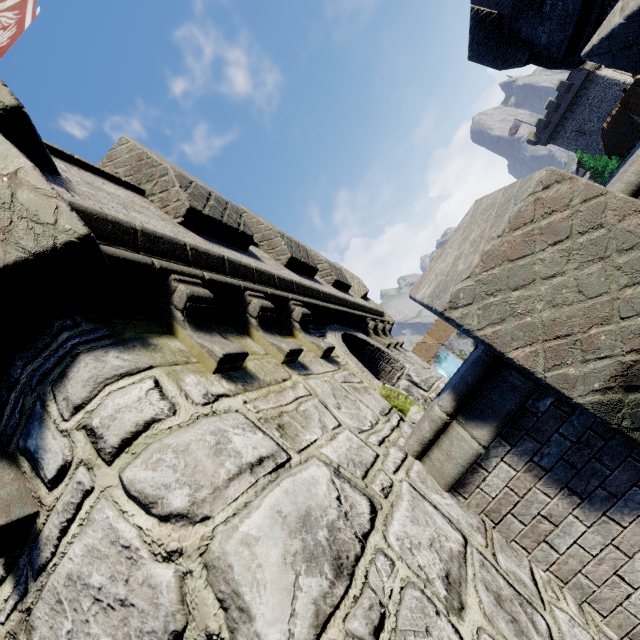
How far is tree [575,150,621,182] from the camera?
35.4 meters

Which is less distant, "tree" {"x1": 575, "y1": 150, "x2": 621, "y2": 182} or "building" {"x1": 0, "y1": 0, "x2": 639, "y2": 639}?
"building" {"x1": 0, "y1": 0, "x2": 639, "y2": 639}

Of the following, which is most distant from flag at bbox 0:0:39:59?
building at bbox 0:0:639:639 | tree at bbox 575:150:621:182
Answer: tree at bbox 575:150:621:182

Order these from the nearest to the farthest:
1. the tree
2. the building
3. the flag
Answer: the building → the flag → the tree

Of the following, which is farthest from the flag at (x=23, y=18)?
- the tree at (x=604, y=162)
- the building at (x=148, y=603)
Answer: the tree at (x=604, y=162)

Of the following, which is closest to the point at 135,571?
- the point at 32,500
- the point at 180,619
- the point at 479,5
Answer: the point at 180,619

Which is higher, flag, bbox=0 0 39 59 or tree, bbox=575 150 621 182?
flag, bbox=0 0 39 59
